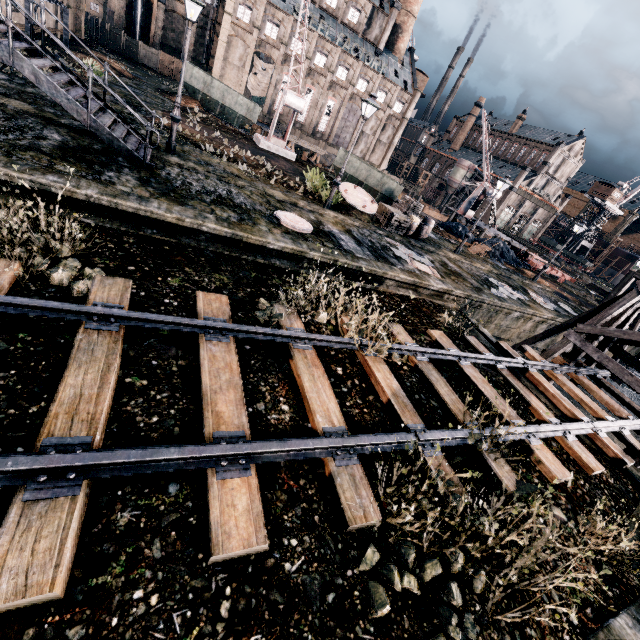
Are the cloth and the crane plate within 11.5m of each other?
no

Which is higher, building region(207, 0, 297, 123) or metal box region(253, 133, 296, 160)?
building region(207, 0, 297, 123)

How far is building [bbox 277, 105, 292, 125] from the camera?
58.1 meters

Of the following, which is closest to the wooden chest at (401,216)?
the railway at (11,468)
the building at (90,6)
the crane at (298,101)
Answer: the crane at (298,101)

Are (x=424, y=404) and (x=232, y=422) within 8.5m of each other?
yes

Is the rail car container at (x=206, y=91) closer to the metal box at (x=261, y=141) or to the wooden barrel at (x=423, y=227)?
the metal box at (x=261, y=141)

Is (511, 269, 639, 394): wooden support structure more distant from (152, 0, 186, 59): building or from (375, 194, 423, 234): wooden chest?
(152, 0, 186, 59): building

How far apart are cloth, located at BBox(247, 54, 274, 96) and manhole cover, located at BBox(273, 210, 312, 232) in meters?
53.7 m
